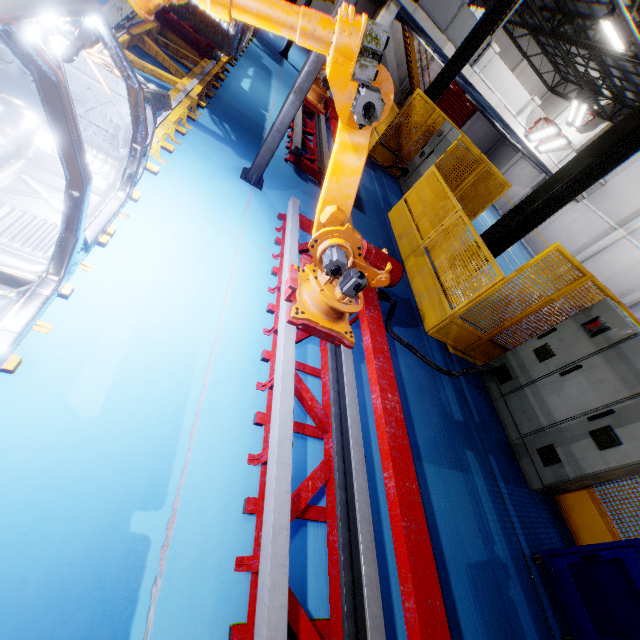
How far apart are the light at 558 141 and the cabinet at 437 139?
10.61m

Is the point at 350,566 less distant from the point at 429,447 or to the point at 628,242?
the point at 429,447

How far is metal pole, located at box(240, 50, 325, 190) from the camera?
4.0 meters

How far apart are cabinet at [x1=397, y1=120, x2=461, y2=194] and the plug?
6.11m

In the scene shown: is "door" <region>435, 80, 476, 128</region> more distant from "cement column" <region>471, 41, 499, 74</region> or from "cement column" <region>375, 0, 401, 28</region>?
"cement column" <region>375, 0, 401, 28</region>

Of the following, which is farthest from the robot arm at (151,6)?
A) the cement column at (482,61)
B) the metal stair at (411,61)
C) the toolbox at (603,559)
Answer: the metal stair at (411,61)

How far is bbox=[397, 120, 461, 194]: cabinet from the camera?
9.52m

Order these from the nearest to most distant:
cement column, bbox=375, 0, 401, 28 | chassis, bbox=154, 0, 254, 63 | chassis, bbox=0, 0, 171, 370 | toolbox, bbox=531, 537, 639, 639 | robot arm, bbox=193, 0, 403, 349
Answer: chassis, bbox=0, 0, 171, 370 < robot arm, bbox=193, 0, 403, 349 < toolbox, bbox=531, 537, 639, 639 < chassis, bbox=154, 0, 254, 63 < cement column, bbox=375, 0, 401, 28
